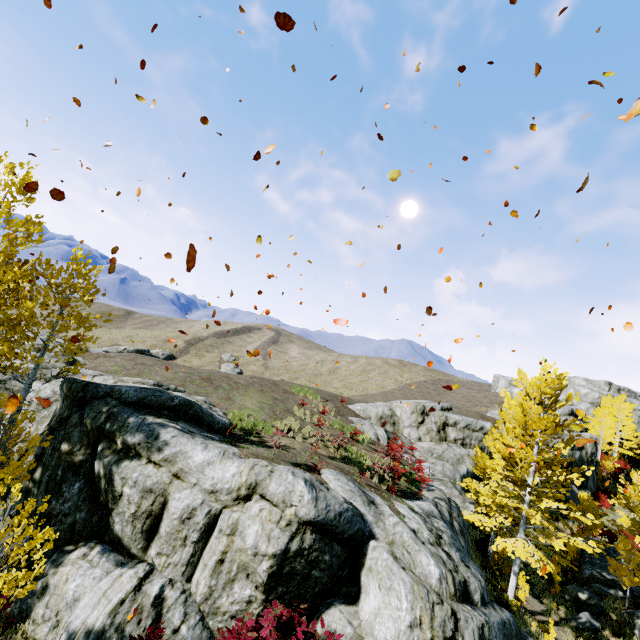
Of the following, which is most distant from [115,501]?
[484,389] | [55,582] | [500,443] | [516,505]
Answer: [484,389]

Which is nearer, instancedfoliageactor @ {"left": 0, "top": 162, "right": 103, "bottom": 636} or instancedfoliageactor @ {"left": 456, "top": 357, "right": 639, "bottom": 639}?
instancedfoliageactor @ {"left": 0, "top": 162, "right": 103, "bottom": 636}

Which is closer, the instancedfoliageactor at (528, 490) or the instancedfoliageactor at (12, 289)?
the instancedfoliageactor at (12, 289)

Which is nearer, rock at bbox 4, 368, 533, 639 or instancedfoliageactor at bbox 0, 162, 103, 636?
instancedfoliageactor at bbox 0, 162, 103, 636

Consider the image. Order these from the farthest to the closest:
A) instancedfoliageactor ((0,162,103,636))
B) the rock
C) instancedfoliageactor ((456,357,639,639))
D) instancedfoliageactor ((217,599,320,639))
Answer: instancedfoliageactor ((456,357,639,639)), the rock, instancedfoliageactor ((217,599,320,639)), instancedfoliageactor ((0,162,103,636))

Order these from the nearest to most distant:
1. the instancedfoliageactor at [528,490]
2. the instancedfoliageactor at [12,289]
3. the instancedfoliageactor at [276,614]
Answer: the instancedfoliageactor at [12,289], the instancedfoliageactor at [276,614], the instancedfoliageactor at [528,490]
